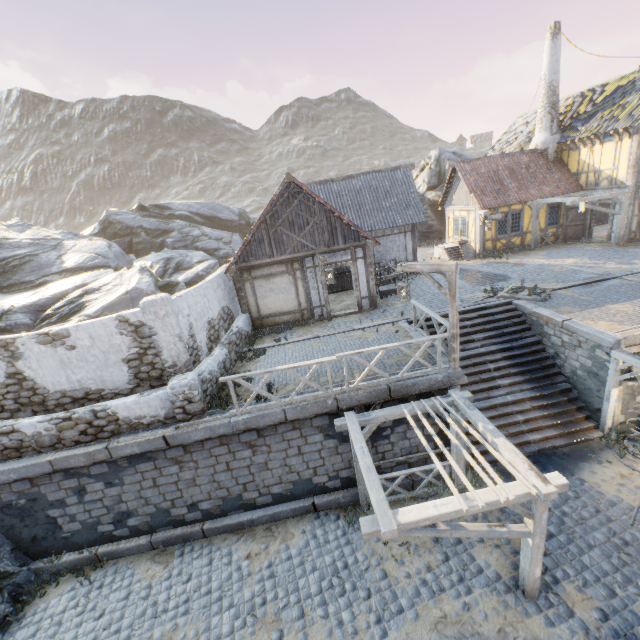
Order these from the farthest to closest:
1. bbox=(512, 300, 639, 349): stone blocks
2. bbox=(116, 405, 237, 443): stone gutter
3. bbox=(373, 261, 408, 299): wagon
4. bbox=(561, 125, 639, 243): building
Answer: bbox=(561, 125, 639, 243): building < bbox=(373, 261, 408, 299): wagon < bbox=(512, 300, 639, 349): stone blocks < bbox=(116, 405, 237, 443): stone gutter

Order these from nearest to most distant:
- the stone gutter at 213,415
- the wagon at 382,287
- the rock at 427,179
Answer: the stone gutter at 213,415
the wagon at 382,287
the rock at 427,179

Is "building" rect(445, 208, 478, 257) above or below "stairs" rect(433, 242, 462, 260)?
above

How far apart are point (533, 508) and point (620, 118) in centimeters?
2091cm

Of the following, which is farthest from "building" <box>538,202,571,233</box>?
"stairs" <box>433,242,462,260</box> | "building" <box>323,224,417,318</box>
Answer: "building" <box>323,224,417,318</box>

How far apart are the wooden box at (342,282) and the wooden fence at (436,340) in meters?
9.8 m

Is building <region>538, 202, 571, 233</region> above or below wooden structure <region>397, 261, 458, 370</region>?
below

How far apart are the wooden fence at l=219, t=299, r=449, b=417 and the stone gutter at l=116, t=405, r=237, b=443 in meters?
0.0 m
